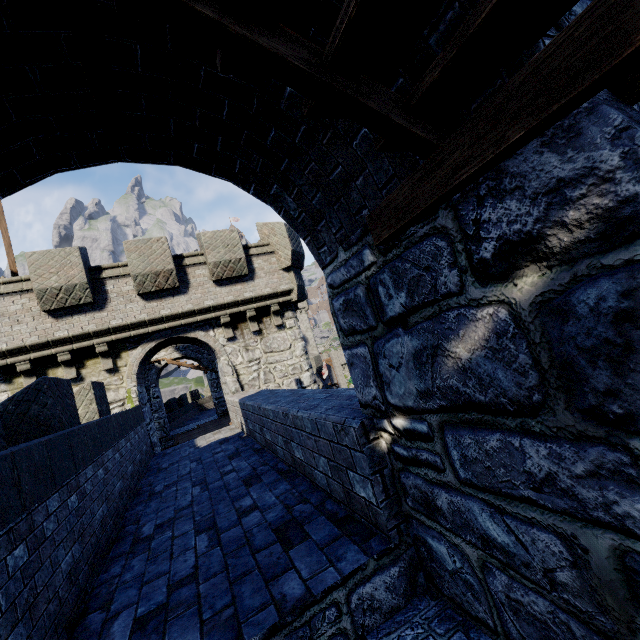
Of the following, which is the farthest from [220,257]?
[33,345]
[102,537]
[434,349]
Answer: [434,349]
